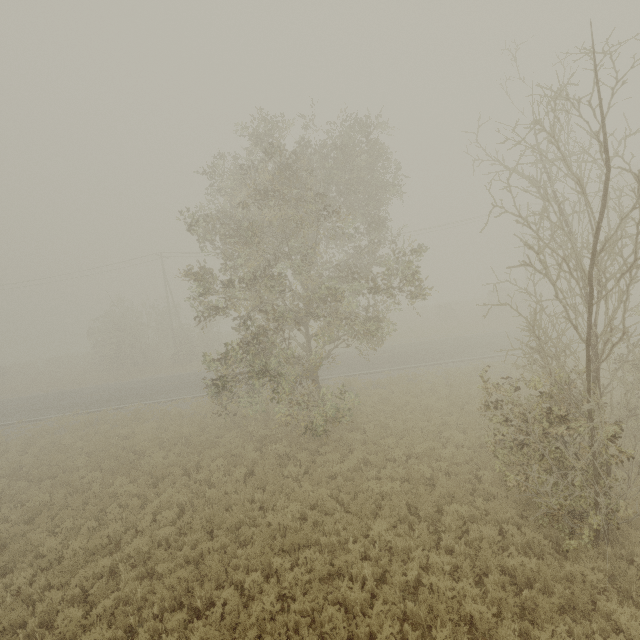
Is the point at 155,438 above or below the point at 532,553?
above

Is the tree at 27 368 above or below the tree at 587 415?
below

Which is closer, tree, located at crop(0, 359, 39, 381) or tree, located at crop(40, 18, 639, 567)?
tree, located at crop(40, 18, 639, 567)

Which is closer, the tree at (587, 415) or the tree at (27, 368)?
the tree at (587, 415)

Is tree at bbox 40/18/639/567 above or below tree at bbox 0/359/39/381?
above
